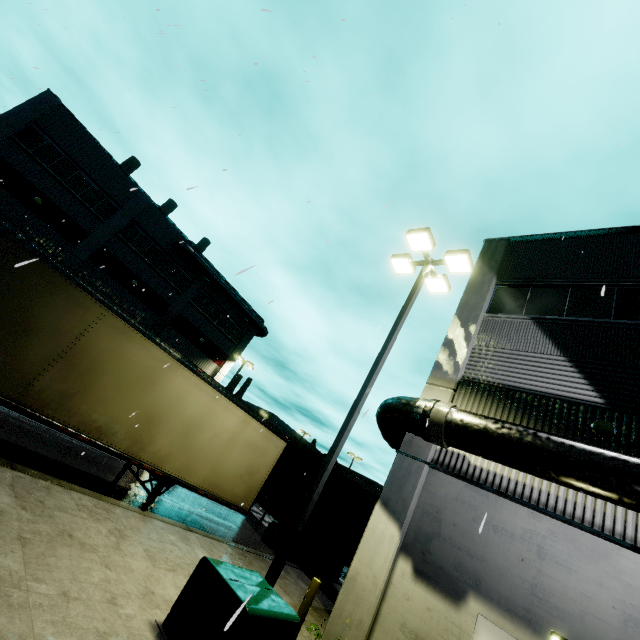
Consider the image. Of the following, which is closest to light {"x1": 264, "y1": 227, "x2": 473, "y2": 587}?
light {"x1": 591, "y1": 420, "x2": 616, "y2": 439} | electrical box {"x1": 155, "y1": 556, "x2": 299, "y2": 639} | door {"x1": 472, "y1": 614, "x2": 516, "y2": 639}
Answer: electrical box {"x1": 155, "y1": 556, "x2": 299, "y2": 639}

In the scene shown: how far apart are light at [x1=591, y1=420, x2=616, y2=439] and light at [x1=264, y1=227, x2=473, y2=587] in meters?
4.8 m

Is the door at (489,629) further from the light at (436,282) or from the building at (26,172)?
the light at (436,282)

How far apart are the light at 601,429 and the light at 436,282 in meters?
4.8 m

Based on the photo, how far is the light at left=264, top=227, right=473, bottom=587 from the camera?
6.4m

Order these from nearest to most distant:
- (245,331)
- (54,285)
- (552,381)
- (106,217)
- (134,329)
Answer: (54,285) < (134,329) < (552,381) < (106,217) < (245,331)

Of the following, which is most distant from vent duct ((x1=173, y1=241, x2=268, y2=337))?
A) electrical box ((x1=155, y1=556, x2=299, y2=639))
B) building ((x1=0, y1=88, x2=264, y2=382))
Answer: electrical box ((x1=155, y1=556, x2=299, y2=639))

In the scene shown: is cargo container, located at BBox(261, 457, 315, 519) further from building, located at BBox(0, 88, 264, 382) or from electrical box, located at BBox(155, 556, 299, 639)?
electrical box, located at BBox(155, 556, 299, 639)
